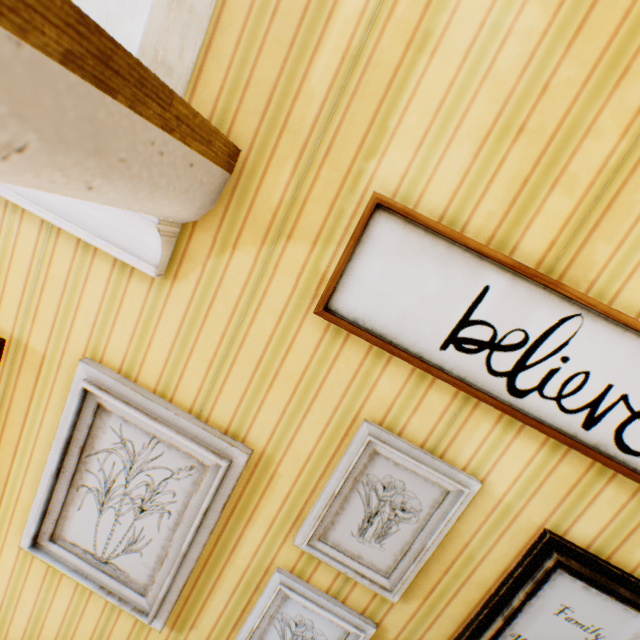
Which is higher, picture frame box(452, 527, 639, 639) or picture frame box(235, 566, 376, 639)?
picture frame box(452, 527, 639, 639)

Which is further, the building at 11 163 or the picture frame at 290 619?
the picture frame at 290 619

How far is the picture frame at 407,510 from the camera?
1.11m

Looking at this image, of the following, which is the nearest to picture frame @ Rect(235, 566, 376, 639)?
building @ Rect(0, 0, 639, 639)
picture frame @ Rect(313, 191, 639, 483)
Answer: building @ Rect(0, 0, 639, 639)

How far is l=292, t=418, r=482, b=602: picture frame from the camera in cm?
111

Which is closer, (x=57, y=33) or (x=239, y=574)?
(x=57, y=33)

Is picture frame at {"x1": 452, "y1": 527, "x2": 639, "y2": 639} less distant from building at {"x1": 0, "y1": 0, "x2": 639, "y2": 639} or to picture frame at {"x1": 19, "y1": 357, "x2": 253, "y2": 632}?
building at {"x1": 0, "y1": 0, "x2": 639, "y2": 639}

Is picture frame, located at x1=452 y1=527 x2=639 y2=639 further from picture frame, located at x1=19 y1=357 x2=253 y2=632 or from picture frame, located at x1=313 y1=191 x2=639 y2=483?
picture frame, located at x1=19 y1=357 x2=253 y2=632
